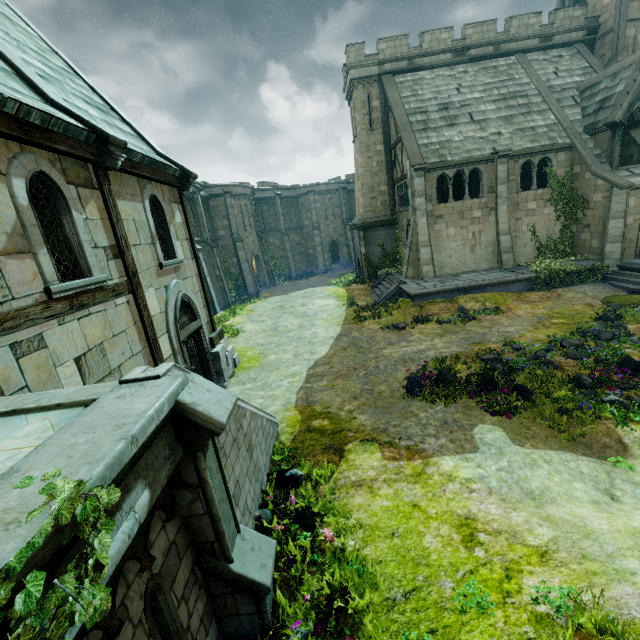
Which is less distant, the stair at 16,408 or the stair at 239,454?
the stair at 16,408

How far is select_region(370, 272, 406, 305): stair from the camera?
19.9 meters

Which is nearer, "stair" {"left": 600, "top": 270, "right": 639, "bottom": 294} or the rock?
the rock

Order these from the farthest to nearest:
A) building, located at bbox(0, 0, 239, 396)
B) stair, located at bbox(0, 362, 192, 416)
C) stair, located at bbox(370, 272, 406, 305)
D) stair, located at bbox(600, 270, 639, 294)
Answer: stair, located at bbox(370, 272, 406, 305), stair, located at bbox(600, 270, 639, 294), building, located at bbox(0, 0, 239, 396), stair, located at bbox(0, 362, 192, 416)

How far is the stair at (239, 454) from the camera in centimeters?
504cm

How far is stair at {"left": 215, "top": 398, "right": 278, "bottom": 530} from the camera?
5.0 meters

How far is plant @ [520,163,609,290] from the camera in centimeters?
1689cm

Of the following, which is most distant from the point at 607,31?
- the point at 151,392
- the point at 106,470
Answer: the point at 106,470
